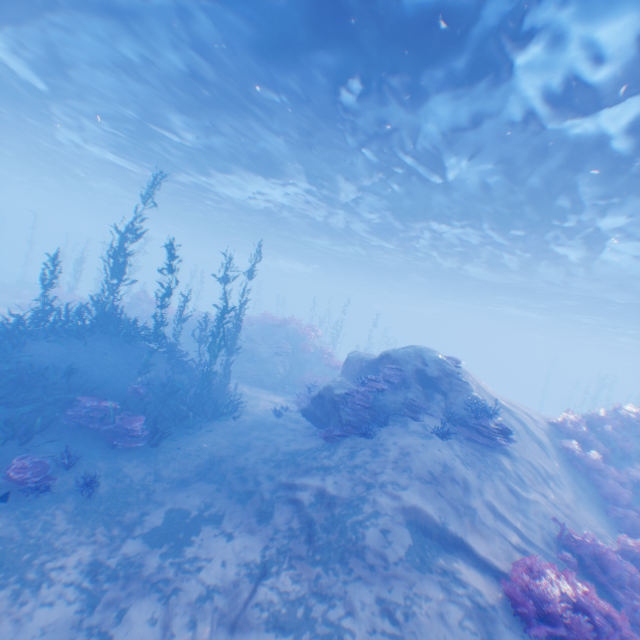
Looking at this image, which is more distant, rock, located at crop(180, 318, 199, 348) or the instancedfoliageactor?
rock, located at crop(180, 318, 199, 348)

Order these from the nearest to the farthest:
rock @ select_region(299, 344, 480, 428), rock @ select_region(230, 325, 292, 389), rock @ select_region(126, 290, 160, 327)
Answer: rock @ select_region(299, 344, 480, 428), rock @ select_region(230, 325, 292, 389), rock @ select_region(126, 290, 160, 327)

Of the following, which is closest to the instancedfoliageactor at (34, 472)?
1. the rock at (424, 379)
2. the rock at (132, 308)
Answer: the rock at (424, 379)

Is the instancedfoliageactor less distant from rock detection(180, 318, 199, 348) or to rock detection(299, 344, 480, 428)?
rock detection(299, 344, 480, 428)

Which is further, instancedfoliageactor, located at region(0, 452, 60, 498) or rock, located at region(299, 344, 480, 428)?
rock, located at region(299, 344, 480, 428)

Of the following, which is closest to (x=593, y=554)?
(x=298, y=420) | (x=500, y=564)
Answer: (x=500, y=564)

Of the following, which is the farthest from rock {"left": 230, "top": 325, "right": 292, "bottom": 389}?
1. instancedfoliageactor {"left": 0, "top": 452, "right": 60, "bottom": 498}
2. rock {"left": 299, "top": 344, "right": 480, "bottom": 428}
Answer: instancedfoliageactor {"left": 0, "top": 452, "right": 60, "bottom": 498}

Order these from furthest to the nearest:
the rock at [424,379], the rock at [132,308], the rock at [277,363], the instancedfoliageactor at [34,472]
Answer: the rock at [132,308] < the rock at [277,363] < the rock at [424,379] < the instancedfoliageactor at [34,472]
